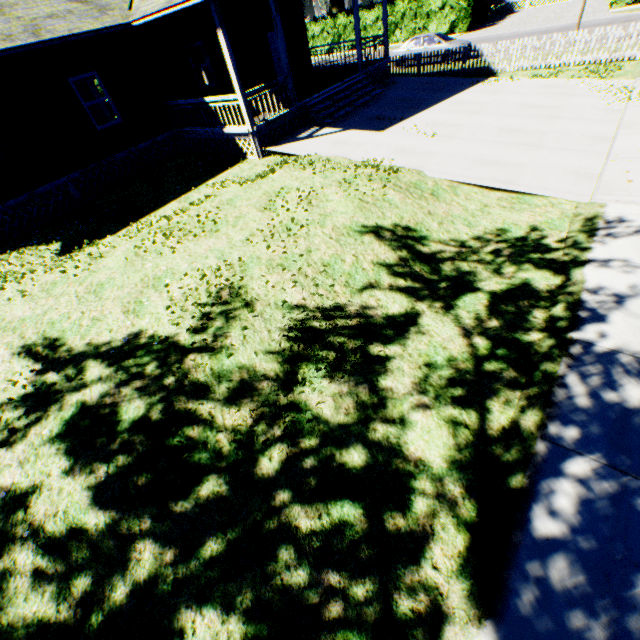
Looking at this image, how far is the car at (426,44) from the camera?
19.4m

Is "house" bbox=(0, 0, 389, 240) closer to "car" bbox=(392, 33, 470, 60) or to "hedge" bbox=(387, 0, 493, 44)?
"car" bbox=(392, 33, 470, 60)

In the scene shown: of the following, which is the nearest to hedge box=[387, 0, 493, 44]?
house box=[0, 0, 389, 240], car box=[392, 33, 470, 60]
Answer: car box=[392, 33, 470, 60]

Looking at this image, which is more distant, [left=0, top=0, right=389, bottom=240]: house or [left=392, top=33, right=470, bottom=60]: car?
[left=392, top=33, right=470, bottom=60]: car

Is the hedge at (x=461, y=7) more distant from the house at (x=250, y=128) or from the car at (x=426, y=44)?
the house at (x=250, y=128)

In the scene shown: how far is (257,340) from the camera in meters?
5.4 m
